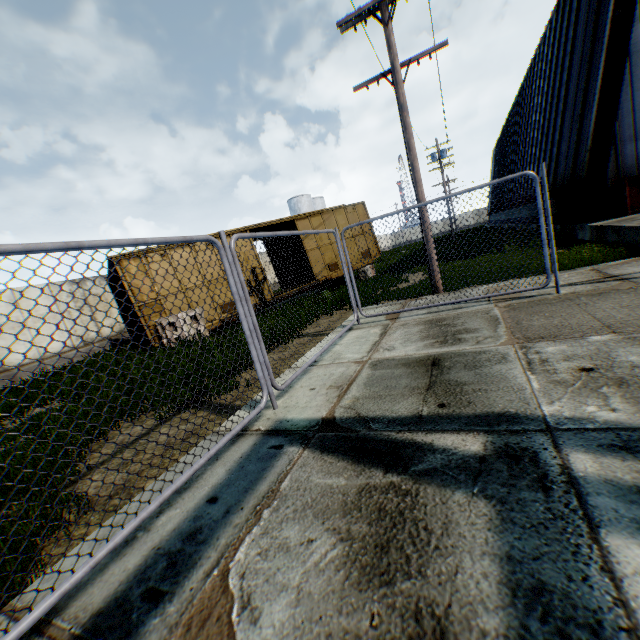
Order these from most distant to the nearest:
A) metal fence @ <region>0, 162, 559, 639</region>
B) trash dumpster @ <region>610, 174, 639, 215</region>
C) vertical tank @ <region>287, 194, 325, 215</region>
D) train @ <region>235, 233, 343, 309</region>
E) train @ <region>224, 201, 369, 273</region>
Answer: vertical tank @ <region>287, 194, 325, 215</region> → train @ <region>224, 201, 369, 273</region> → train @ <region>235, 233, 343, 309</region> → trash dumpster @ <region>610, 174, 639, 215</region> → metal fence @ <region>0, 162, 559, 639</region>

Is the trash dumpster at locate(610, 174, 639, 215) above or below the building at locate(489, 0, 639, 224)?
below

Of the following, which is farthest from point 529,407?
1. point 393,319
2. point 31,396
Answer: point 31,396

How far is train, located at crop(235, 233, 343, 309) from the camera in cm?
1346

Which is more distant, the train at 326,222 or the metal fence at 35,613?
the train at 326,222

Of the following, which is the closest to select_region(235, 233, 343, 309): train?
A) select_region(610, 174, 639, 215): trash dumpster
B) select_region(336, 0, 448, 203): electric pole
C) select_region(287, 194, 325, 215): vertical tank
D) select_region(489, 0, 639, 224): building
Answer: select_region(336, 0, 448, 203): electric pole

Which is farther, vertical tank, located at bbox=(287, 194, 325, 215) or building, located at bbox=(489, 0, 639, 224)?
vertical tank, located at bbox=(287, 194, 325, 215)

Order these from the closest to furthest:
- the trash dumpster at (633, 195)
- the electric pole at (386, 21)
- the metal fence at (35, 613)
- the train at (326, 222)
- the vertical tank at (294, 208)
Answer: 1. the metal fence at (35, 613)
2. the electric pole at (386, 21)
3. the trash dumpster at (633, 195)
4. the train at (326, 222)
5. the vertical tank at (294, 208)
